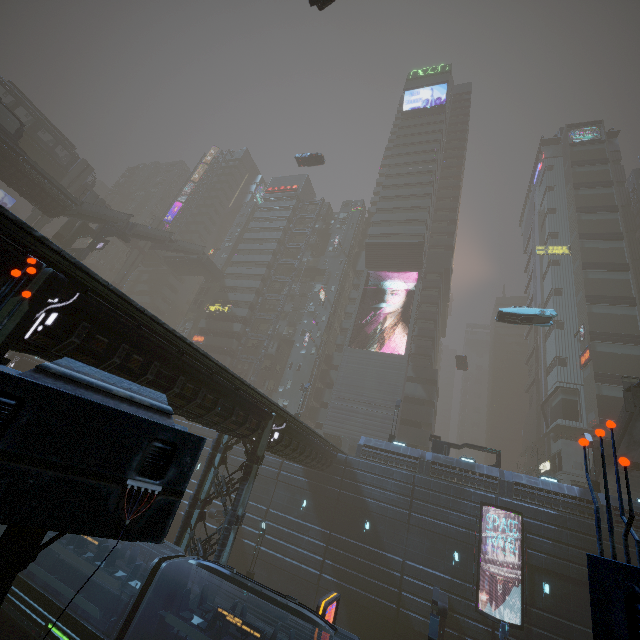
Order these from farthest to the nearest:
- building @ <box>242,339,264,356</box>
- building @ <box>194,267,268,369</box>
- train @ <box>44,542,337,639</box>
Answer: building @ <box>242,339,264,356</box>, building @ <box>194,267,268,369</box>, train @ <box>44,542,337,639</box>

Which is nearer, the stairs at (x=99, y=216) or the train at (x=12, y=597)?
the train at (x=12, y=597)

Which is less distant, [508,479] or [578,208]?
[508,479]

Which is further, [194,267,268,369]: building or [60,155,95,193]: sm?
[194,267,268,369]: building

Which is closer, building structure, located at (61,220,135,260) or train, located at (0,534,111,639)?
train, located at (0,534,111,639)

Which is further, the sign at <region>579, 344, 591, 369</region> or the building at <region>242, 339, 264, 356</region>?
the building at <region>242, 339, 264, 356</region>

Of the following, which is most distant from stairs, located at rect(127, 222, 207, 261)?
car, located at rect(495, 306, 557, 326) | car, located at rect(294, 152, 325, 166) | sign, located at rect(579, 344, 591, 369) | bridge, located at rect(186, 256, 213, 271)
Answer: sign, located at rect(579, 344, 591, 369)

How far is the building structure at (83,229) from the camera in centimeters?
4000cm
